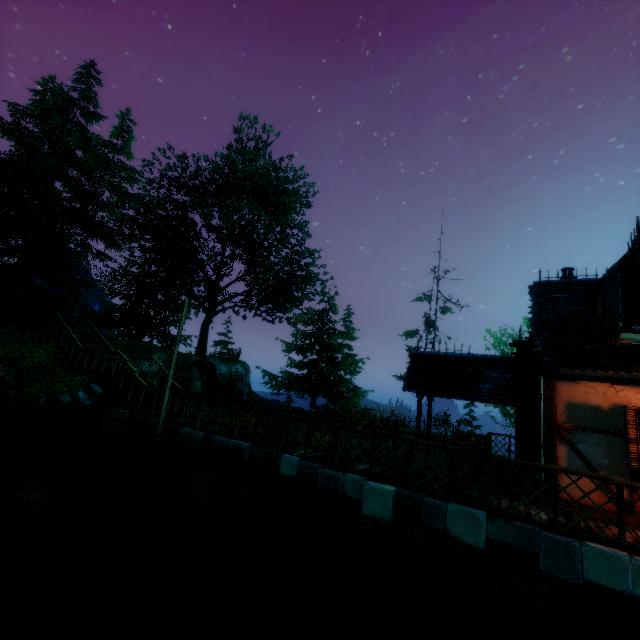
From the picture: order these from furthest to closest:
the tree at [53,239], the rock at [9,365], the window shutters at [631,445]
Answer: the tree at [53,239], the rock at [9,365], the window shutters at [631,445]

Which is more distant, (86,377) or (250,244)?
(250,244)

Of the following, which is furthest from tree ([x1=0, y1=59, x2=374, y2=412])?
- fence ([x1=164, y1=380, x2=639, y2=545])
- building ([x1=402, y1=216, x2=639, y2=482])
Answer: building ([x1=402, y1=216, x2=639, y2=482])

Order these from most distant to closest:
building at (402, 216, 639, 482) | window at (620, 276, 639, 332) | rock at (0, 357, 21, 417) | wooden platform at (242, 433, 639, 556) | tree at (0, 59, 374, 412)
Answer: tree at (0, 59, 374, 412), rock at (0, 357, 21, 417), window at (620, 276, 639, 332), building at (402, 216, 639, 482), wooden platform at (242, 433, 639, 556)

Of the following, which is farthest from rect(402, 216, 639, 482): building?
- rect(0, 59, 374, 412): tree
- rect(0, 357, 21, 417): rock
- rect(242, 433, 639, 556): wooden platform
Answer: rect(0, 357, 21, 417): rock

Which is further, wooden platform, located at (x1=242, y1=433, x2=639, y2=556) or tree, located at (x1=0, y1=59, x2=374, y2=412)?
tree, located at (x1=0, y1=59, x2=374, y2=412)

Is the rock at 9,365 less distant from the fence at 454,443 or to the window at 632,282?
the fence at 454,443

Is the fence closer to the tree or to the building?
the building
